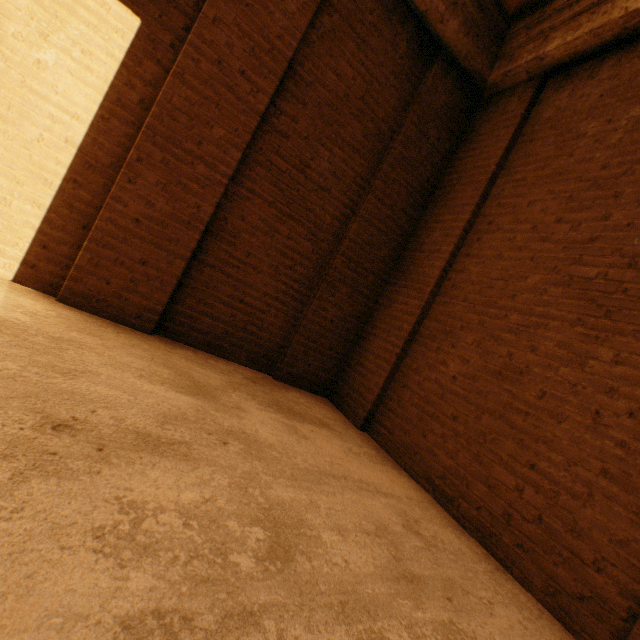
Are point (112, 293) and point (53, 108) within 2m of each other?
yes
